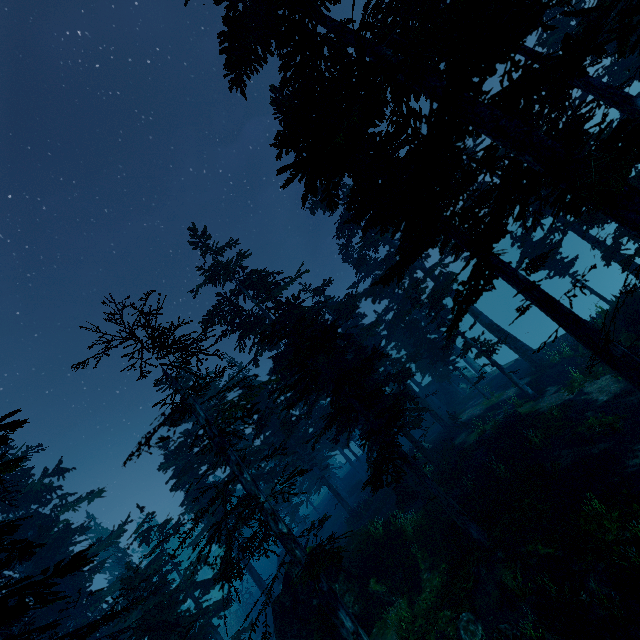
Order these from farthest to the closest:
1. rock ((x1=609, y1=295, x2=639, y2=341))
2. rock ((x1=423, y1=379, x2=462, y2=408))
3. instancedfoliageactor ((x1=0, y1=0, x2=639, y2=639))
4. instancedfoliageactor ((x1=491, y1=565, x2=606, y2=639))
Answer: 1. rock ((x1=423, y1=379, x2=462, y2=408))
2. rock ((x1=609, y1=295, x2=639, y2=341))
3. instancedfoliageactor ((x1=491, y1=565, x2=606, y2=639))
4. instancedfoliageactor ((x1=0, y1=0, x2=639, y2=639))

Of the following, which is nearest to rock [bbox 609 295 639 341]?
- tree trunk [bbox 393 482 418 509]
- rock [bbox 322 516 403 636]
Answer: tree trunk [bbox 393 482 418 509]

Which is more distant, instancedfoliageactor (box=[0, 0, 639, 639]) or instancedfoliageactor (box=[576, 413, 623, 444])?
instancedfoliageactor (box=[576, 413, 623, 444])

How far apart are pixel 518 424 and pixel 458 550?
8.57m

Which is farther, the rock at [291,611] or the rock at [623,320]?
the rock at [623,320]

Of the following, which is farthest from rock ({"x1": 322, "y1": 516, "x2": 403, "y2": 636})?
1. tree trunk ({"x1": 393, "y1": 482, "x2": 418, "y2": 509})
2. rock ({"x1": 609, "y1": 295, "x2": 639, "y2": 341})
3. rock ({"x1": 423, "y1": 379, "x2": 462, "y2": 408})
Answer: rock ({"x1": 423, "y1": 379, "x2": 462, "y2": 408})

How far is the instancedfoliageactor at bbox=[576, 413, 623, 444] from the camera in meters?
13.5 m

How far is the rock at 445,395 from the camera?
38.0 meters
